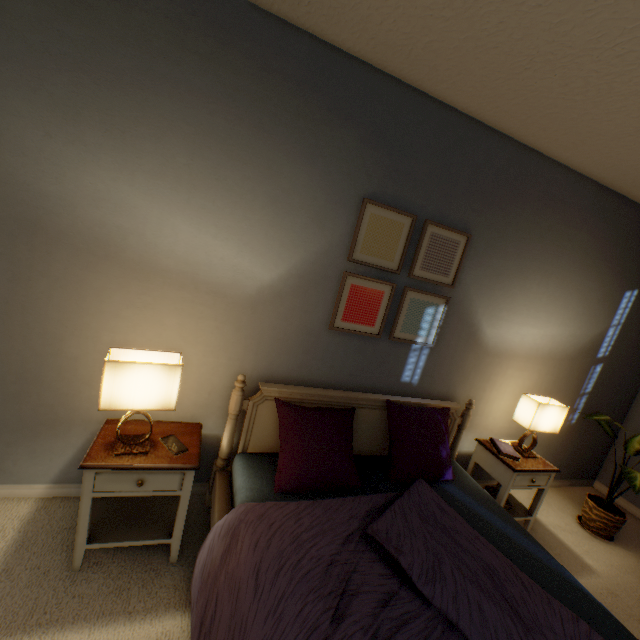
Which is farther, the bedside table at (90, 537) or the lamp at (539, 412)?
the lamp at (539, 412)

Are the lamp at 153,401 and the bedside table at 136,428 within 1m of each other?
yes

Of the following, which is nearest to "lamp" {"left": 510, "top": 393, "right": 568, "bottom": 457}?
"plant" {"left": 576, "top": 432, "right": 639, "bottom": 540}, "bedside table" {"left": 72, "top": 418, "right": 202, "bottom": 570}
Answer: "plant" {"left": 576, "top": 432, "right": 639, "bottom": 540}

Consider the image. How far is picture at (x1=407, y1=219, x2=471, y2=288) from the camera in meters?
1.9 m

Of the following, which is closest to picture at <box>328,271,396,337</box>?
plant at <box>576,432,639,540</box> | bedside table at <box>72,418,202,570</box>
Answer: bedside table at <box>72,418,202,570</box>

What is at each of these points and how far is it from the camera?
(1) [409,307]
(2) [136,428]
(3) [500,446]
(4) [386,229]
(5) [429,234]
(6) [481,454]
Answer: (1) picture, 2.0 meters
(2) bedside table, 1.5 meters
(3) book, 2.3 meters
(4) picture, 1.8 meters
(5) picture, 1.9 meters
(6) bedside table, 2.3 meters

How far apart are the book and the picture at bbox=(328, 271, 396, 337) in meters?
1.0 m

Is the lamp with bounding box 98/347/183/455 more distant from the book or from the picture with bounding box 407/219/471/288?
the book
